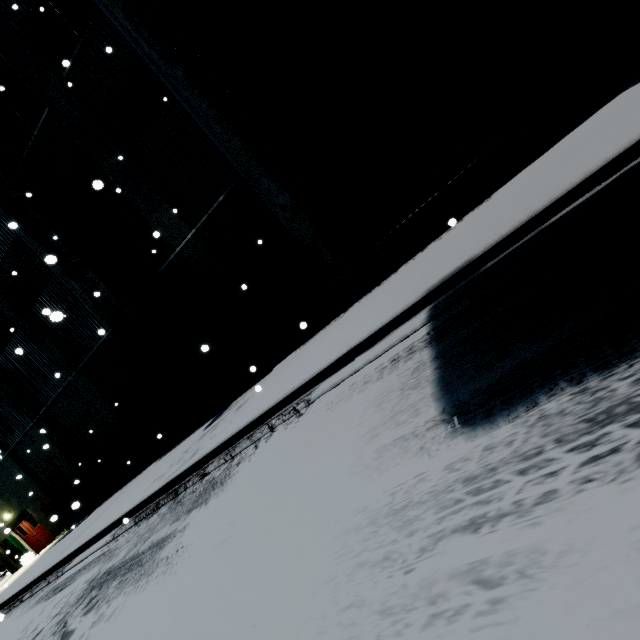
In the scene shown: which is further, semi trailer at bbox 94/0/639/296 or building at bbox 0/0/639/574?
building at bbox 0/0/639/574

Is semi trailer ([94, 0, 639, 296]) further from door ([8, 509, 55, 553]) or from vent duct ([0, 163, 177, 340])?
door ([8, 509, 55, 553])

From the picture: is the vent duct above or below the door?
above

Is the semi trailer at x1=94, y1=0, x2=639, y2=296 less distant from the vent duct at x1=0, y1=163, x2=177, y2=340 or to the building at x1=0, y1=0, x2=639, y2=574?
the building at x1=0, y1=0, x2=639, y2=574

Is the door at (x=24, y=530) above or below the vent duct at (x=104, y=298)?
below

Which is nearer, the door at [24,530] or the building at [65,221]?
the building at [65,221]

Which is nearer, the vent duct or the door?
the vent duct

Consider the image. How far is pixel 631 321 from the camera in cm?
182
